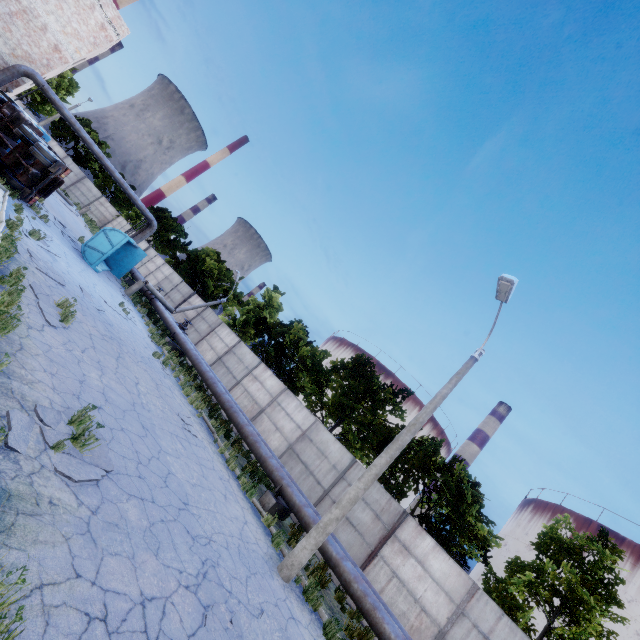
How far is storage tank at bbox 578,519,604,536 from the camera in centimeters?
5822cm

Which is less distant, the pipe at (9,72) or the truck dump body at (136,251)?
the pipe at (9,72)

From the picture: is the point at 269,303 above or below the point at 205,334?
above

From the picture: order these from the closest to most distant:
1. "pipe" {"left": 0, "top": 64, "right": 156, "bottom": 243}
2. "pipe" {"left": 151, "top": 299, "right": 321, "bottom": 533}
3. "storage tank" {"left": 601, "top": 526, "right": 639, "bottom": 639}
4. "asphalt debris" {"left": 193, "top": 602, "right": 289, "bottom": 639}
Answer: "asphalt debris" {"left": 193, "top": 602, "right": 289, "bottom": 639}
"pipe" {"left": 151, "top": 299, "right": 321, "bottom": 533}
"pipe" {"left": 0, "top": 64, "right": 156, "bottom": 243}
"storage tank" {"left": 601, "top": 526, "right": 639, "bottom": 639}

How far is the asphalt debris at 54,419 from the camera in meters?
4.9

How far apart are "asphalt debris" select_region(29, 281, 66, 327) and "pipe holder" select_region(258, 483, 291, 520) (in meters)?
8.50

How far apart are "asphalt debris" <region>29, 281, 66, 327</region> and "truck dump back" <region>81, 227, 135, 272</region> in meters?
11.2

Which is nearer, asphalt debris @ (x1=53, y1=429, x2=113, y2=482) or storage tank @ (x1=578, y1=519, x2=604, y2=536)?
asphalt debris @ (x1=53, y1=429, x2=113, y2=482)
